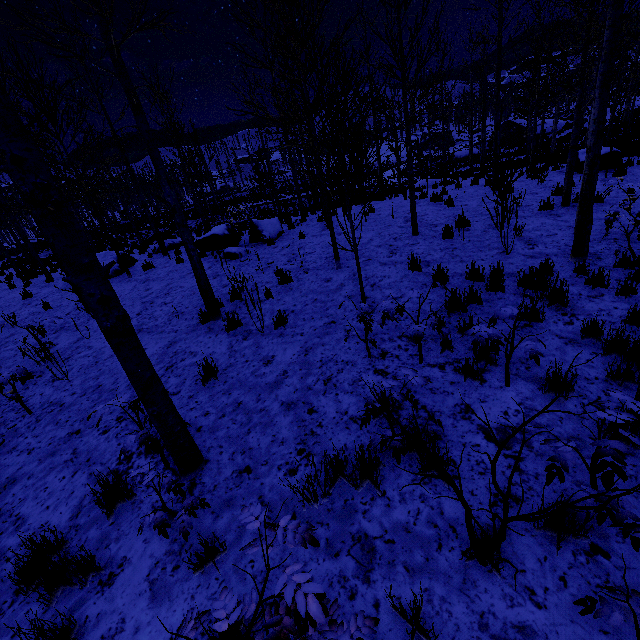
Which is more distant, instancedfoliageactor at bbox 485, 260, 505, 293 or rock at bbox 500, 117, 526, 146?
rock at bbox 500, 117, 526, 146

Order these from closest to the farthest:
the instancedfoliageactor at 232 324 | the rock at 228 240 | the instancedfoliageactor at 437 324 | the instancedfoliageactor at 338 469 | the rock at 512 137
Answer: the instancedfoliageactor at 338 469
the instancedfoliageactor at 437 324
the instancedfoliageactor at 232 324
the rock at 228 240
the rock at 512 137

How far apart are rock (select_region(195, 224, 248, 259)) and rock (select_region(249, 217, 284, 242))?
0.5m

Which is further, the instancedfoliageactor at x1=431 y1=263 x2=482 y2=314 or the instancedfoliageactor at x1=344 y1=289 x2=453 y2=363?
the instancedfoliageactor at x1=431 y1=263 x2=482 y2=314

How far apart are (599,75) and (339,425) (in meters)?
6.34

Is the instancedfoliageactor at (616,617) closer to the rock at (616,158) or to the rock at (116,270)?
the rock at (116,270)

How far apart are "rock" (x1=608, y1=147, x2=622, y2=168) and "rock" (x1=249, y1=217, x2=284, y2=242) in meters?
11.5 m

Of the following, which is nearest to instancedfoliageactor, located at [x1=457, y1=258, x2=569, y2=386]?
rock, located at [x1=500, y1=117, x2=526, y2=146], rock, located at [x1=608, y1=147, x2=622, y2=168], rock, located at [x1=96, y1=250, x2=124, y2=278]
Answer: rock, located at [x1=96, y1=250, x2=124, y2=278]
